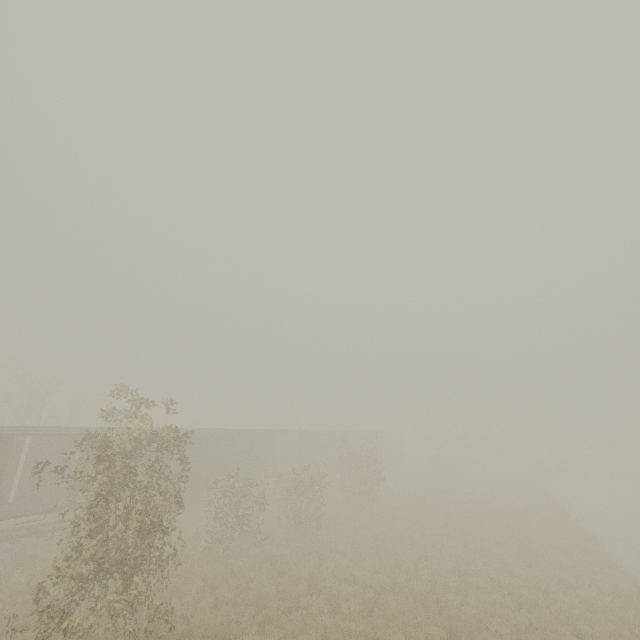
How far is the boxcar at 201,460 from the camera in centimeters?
2198cm

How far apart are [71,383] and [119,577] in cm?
5159

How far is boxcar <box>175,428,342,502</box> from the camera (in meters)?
21.98

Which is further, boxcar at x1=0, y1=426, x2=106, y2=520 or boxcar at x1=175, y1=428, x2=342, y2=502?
boxcar at x1=175, y1=428, x2=342, y2=502

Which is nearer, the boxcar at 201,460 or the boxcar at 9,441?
the boxcar at 9,441
